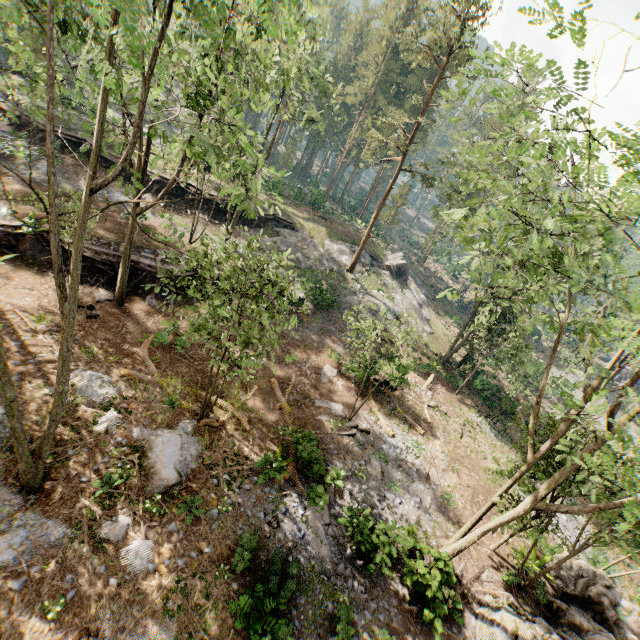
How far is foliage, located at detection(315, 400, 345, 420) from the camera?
→ 19.1m

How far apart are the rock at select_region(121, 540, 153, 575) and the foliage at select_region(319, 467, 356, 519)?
5.41m

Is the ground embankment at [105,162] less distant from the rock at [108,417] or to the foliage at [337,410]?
the foliage at [337,410]

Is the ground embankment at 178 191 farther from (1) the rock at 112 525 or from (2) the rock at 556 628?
(2) the rock at 556 628

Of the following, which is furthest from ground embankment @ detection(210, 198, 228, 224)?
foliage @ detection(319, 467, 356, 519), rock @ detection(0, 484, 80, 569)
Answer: foliage @ detection(319, 467, 356, 519)

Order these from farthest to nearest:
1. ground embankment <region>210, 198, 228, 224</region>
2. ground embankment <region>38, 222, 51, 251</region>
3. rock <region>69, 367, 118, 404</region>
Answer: ground embankment <region>210, 198, 228, 224</region>
ground embankment <region>38, 222, 51, 251</region>
rock <region>69, 367, 118, 404</region>

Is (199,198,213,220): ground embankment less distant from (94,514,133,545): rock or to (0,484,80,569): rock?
A: (0,484,80,569): rock

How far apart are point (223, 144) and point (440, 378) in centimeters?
2606cm
